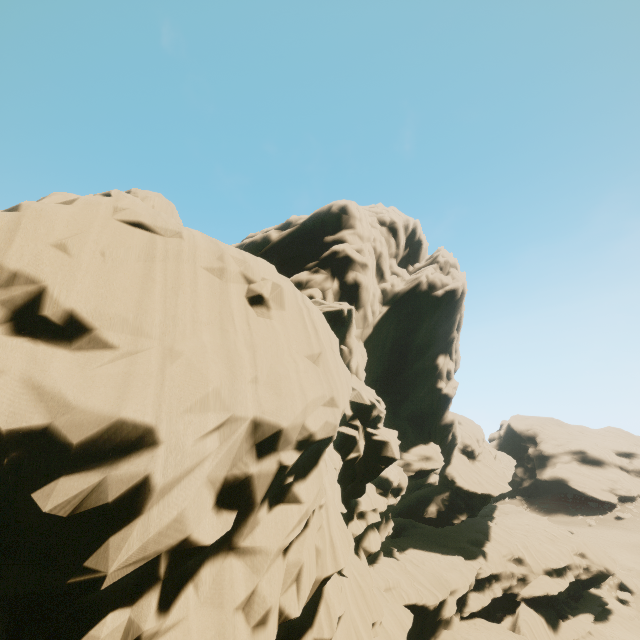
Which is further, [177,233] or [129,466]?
[177,233]
